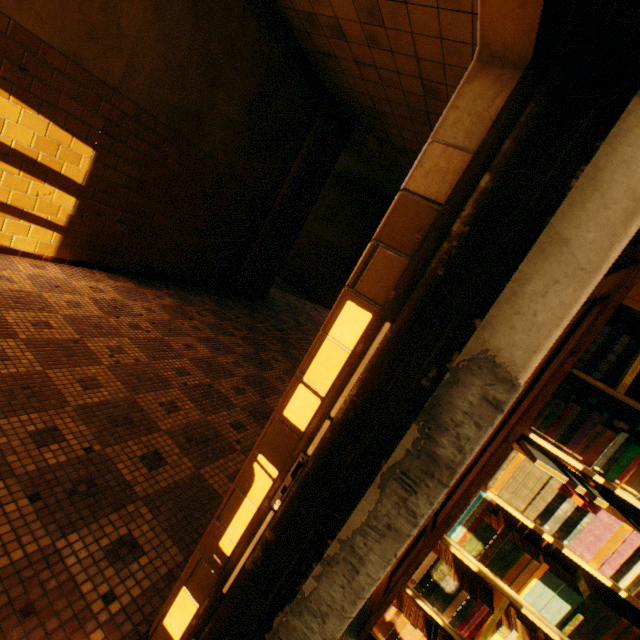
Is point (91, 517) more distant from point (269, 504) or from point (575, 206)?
point (575, 206)

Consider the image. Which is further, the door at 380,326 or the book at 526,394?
the book at 526,394

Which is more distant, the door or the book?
the book
